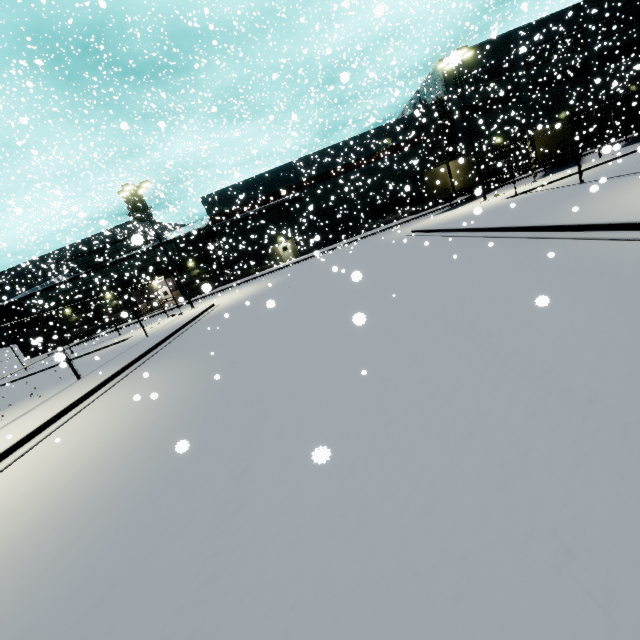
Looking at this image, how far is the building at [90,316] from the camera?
42.06m

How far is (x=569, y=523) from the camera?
2.2m

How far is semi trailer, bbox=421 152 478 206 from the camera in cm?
2783

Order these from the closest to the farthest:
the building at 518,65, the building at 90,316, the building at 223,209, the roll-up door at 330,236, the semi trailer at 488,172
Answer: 1. the semi trailer at 488,172
2. the building at 518,65
3. the building at 223,209
4. the roll-up door at 330,236
5. the building at 90,316

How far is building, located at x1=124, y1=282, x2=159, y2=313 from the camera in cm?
3763

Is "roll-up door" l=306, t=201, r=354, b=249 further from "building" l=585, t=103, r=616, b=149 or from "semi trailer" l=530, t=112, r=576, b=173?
"semi trailer" l=530, t=112, r=576, b=173

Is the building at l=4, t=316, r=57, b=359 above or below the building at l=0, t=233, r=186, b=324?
below
